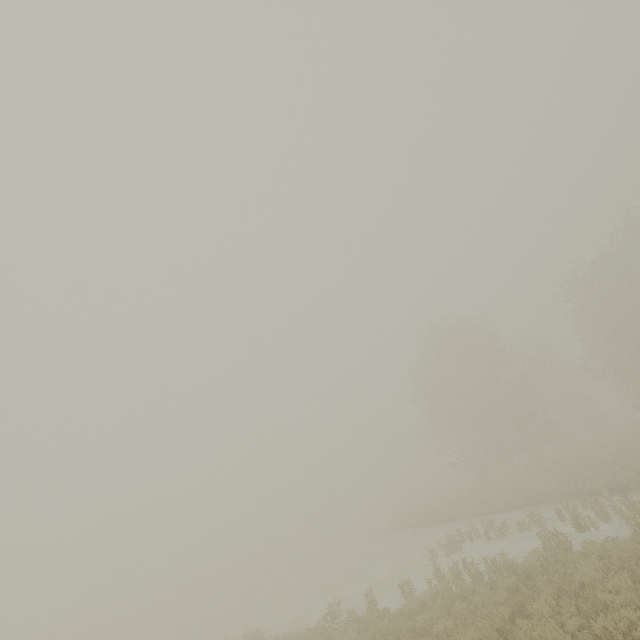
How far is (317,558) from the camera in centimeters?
3212cm
